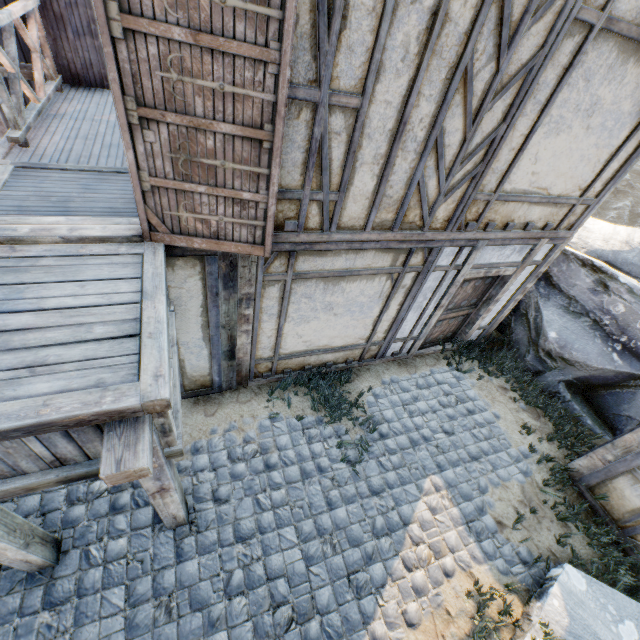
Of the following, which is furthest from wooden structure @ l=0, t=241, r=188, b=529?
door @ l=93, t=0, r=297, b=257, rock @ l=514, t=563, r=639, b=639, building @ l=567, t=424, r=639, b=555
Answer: building @ l=567, t=424, r=639, b=555

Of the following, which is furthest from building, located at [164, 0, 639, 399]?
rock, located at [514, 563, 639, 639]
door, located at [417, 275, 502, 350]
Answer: rock, located at [514, 563, 639, 639]

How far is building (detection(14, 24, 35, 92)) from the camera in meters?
5.7

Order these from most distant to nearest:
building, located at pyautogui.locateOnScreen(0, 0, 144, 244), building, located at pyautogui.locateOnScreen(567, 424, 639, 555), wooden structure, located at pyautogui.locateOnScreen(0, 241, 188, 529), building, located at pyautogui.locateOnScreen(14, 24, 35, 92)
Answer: building, located at pyautogui.locateOnScreen(14, 24, 35, 92), building, located at pyautogui.locateOnScreen(567, 424, 639, 555), building, located at pyautogui.locateOnScreen(0, 0, 144, 244), wooden structure, located at pyautogui.locateOnScreen(0, 241, 188, 529)

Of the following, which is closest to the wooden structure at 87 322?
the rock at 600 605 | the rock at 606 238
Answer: the rock at 600 605

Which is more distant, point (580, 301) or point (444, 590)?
point (580, 301)

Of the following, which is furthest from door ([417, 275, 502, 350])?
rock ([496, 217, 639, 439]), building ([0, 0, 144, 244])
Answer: rock ([496, 217, 639, 439])

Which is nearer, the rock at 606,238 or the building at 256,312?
the building at 256,312
